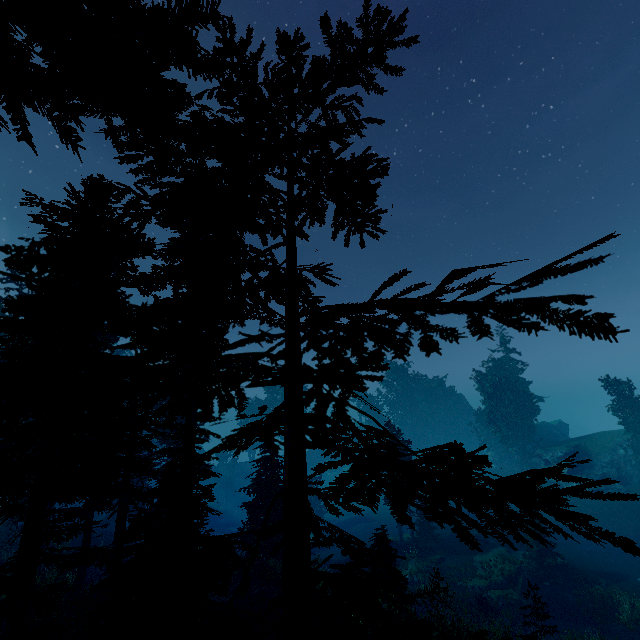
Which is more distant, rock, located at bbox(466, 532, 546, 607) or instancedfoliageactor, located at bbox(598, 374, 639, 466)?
instancedfoliageactor, located at bbox(598, 374, 639, 466)

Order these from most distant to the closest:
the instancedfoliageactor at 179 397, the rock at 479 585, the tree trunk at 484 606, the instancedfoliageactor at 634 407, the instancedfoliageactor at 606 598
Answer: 1. the instancedfoliageactor at 634 407
2. the rock at 479 585
3. the tree trunk at 484 606
4. the instancedfoliageactor at 606 598
5. the instancedfoliageactor at 179 397

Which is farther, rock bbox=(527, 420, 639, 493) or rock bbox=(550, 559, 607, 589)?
rock bbox=(527, 420, 639, 493)

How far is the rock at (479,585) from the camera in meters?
22.8

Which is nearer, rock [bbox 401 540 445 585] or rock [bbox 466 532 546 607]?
rock [bbox 466 532 546 607]

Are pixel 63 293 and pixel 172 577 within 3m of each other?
no

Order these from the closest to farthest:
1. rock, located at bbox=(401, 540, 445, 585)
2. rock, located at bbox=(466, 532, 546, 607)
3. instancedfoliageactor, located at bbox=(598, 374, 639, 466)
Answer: rock, located at bbox=(466, 532, 546, 607) < rock, located at bbox=(401, 540, 445, 585) < instancedfoliageactor, located at bbox=(598, 374, 639, 466)

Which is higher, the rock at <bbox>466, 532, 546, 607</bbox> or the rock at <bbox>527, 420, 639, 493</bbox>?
the rock at <bbox>527, 420, 639, 493</bbox>
